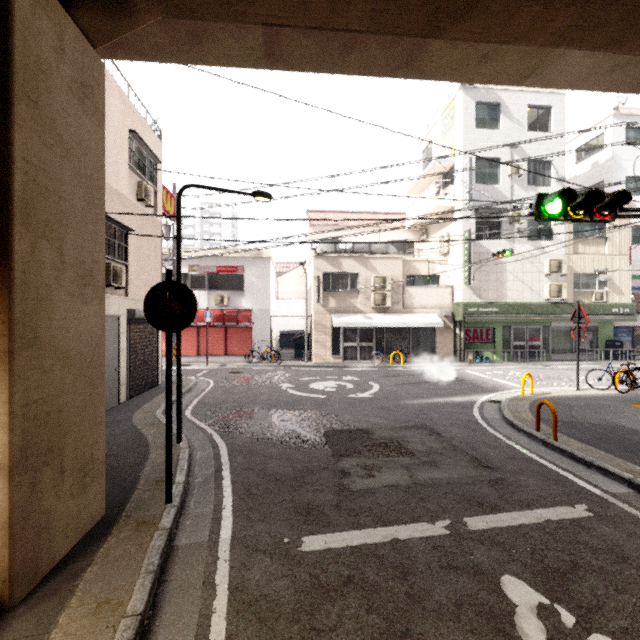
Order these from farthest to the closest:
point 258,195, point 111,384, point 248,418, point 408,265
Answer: point 408,265 → point 111,384 → point 248,418 → point 258,195

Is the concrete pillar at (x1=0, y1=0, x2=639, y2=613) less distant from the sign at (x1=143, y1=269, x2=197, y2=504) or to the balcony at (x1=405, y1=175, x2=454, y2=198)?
the sign at (x1=143, y1=269, x2=197, y2=504)

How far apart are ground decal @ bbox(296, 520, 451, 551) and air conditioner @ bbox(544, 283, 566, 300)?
17.63m

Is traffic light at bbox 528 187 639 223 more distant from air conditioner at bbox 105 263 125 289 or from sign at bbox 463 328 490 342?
air conditioner at bbox 105 263 125 289

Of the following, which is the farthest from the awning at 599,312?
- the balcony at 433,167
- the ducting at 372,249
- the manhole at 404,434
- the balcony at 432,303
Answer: the manhole at 404,434

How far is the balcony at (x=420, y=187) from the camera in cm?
1803

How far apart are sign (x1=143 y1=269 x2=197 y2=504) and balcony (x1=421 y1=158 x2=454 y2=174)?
17.1 meters

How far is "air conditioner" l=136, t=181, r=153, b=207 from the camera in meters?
10.2
